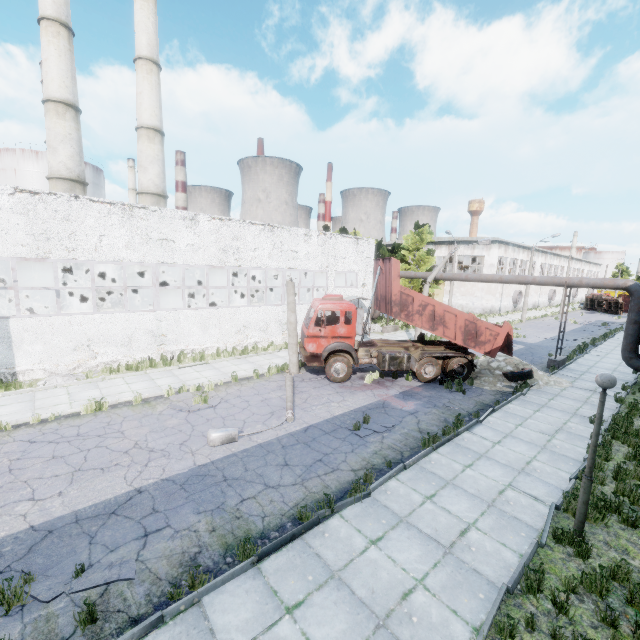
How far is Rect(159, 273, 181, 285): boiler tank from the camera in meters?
26.1

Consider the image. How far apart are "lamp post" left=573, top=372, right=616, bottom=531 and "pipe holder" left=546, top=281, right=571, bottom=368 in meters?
14.6 m

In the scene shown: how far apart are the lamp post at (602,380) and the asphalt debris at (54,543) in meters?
9.6 m

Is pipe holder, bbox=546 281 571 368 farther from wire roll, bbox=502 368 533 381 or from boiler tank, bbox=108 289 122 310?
boiler tank, bbox=108 289 122 310

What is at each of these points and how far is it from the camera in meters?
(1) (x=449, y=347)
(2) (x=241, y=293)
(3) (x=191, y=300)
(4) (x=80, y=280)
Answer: (1) truck, 15.9 m
(2) boiler box, 30.9 m
(3) boiler tank, 24.3 m
(4) boiler tank, 20.7 m

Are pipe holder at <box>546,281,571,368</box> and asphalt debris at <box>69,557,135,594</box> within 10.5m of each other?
no

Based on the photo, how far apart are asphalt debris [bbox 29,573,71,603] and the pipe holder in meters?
21.4

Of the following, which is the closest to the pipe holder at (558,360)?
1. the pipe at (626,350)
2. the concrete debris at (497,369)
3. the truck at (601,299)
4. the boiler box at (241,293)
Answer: the pipe at (626,350)
